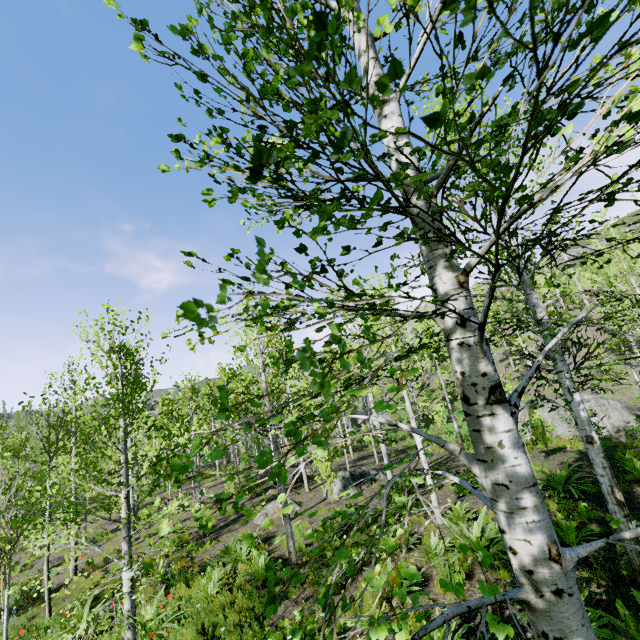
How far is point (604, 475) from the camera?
5.2m

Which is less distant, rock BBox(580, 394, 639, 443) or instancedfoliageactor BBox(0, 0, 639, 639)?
instancedfoliageactor BBox(0, 0, 639, 639)

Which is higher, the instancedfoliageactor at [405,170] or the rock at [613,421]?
the instancedfoliageactor at [405,170]

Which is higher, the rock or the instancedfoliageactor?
the instancedfoliageactor

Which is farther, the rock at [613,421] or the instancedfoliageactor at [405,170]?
the rock at [613,421]
